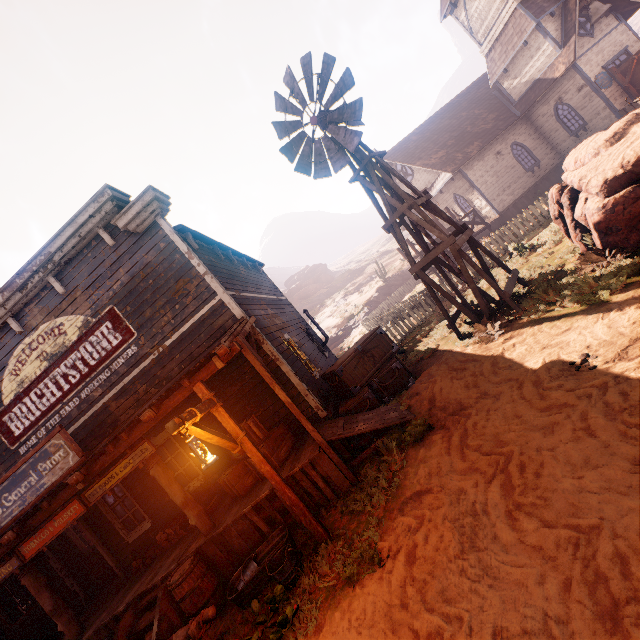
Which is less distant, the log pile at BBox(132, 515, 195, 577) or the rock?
the log pile at BBox(132, 515, 195, 577)

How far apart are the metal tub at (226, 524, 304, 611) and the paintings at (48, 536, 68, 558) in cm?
838

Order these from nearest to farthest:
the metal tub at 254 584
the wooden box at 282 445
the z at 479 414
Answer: the z at 479 414
the metal tub at 254 584
the wooden box at 282 445

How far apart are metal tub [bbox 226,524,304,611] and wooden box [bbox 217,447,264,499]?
1.1m

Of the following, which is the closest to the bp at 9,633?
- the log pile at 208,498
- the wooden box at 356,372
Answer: the log pile at 208,498

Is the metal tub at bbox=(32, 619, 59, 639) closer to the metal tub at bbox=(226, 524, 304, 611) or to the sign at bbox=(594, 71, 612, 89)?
the metal tub at bbox=(226, 524, 304, 611)

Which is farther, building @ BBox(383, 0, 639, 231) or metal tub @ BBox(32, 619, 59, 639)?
building @ BBox(383, 0, 639, 231)

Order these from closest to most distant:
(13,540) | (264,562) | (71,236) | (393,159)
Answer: (264,562), (13,540), (71,236), (393,159)
